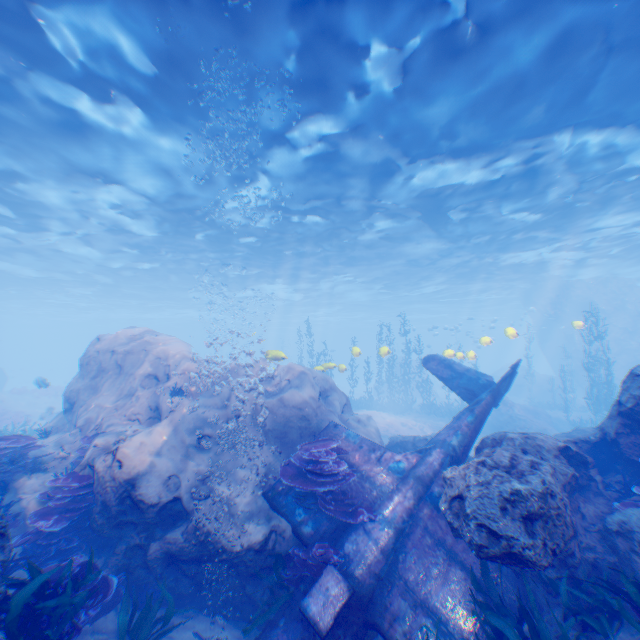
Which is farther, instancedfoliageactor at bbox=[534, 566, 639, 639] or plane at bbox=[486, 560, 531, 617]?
plane at bbox=[486, 560, 531, 617]

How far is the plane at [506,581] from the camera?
5.8m

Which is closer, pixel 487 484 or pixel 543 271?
pixel 487 484

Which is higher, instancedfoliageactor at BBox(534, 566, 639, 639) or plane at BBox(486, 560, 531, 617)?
instancedfoliageactor at BBox(534, 566, 639, 639)

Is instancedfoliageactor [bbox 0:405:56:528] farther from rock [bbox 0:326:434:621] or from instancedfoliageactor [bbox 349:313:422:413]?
instancedfoliageactor [bbox 349:313:422:413]

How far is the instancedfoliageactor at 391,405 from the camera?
26.20m

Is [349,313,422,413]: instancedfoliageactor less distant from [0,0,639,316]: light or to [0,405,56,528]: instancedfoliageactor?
[0,0,639,316]: light

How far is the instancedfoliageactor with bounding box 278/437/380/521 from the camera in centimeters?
672cm
